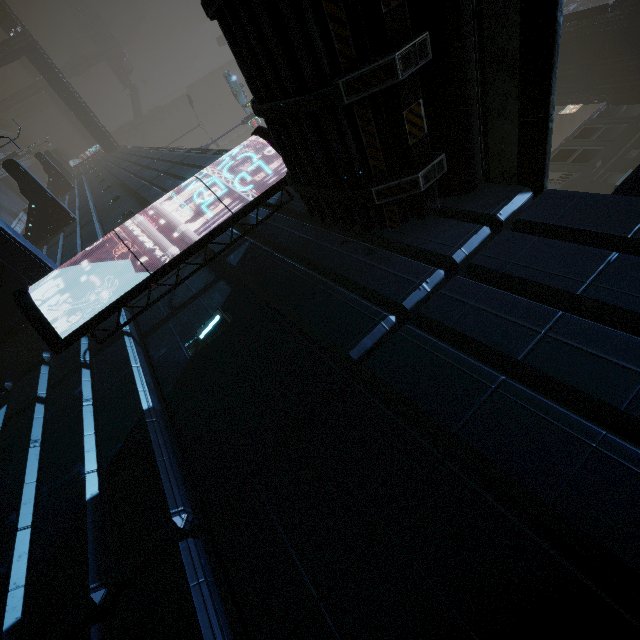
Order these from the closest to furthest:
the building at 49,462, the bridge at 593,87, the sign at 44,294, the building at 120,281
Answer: the building at 49,462 → the sign at 44,294 → the building at 120,281 → the bridge at 593,87

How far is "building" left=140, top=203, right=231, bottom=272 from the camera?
8.6m

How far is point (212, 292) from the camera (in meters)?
6.54

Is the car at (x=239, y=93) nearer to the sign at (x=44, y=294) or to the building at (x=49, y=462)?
the building at (x=49, y=462)

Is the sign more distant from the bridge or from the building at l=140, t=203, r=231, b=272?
the bridge

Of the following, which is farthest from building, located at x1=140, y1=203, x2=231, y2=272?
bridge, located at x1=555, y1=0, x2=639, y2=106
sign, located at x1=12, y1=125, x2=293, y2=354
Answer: bridge, located at x1=555, y1=0, x2=639, y2=106

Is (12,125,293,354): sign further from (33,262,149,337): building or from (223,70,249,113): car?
(223,70,249,113): car
